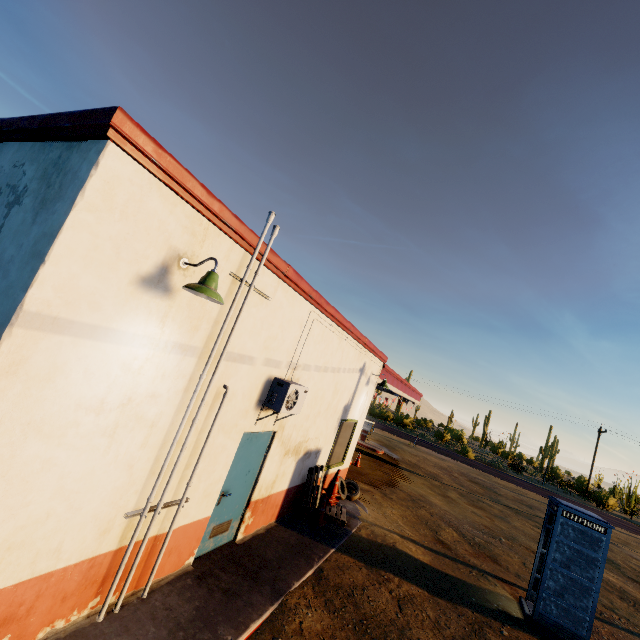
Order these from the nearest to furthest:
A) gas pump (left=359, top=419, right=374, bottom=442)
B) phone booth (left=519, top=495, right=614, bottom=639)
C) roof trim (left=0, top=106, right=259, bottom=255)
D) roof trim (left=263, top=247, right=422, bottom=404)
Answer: roof trim (left=0, top=106, right=259, bottom=255) → roof trim (left=263, top=247, right=422, bottom=404) → phone booth (left=519, top=495, right=614, bottom=639) → gas pump (left=359, top=419, right=374, bottom=442)

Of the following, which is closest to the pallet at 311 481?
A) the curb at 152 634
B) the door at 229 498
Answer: the curb at 152 634

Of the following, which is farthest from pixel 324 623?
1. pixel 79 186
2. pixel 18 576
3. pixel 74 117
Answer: pixel 74 117

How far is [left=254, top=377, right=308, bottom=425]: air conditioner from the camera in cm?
563

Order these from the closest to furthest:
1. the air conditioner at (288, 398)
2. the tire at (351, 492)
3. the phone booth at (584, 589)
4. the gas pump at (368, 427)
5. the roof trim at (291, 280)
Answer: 1. the roof trim at (291, 280)
2. the air conditioner at (288, 398)
3. the phone booth at (584, 589)
4. the tire at (351, 492)
5. the gas pump at (368, 427)

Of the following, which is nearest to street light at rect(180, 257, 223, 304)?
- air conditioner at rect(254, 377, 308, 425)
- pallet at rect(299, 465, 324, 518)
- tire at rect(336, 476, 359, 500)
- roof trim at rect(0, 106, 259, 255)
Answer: roof trim at rect(0, 106, 259, 255)

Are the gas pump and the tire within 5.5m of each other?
no

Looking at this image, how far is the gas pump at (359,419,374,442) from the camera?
22.2m
